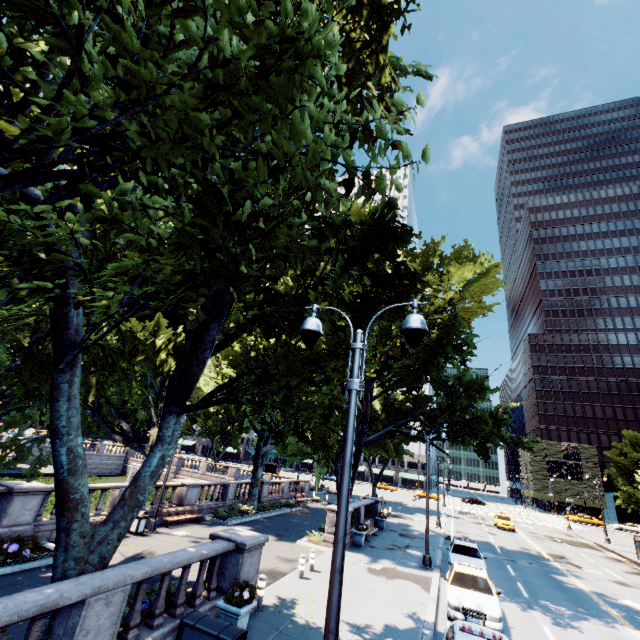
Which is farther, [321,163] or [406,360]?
[406,360]

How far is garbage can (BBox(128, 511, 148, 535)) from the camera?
16.5 meters

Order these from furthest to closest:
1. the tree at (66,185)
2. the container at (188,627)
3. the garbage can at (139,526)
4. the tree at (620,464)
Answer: the tree at (620,464), the garbage can at (139,526), the container at (188,627), the tree at (66,185)

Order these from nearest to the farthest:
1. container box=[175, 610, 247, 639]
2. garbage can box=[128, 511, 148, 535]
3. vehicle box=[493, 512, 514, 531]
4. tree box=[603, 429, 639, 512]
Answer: container box=[175, 610, 247, 639]
garbage can box=[128, 511, 148, 535]
vehicle box=[493, 512, 514, 531]
tree box=[603, 429, 639, 512]

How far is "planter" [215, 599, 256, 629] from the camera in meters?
8.5

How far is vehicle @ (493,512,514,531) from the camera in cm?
3697

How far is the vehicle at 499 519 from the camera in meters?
37.0

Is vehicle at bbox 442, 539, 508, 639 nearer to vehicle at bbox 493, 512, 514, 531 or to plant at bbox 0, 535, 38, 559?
plant at bbox 0, 535, 38, 559
